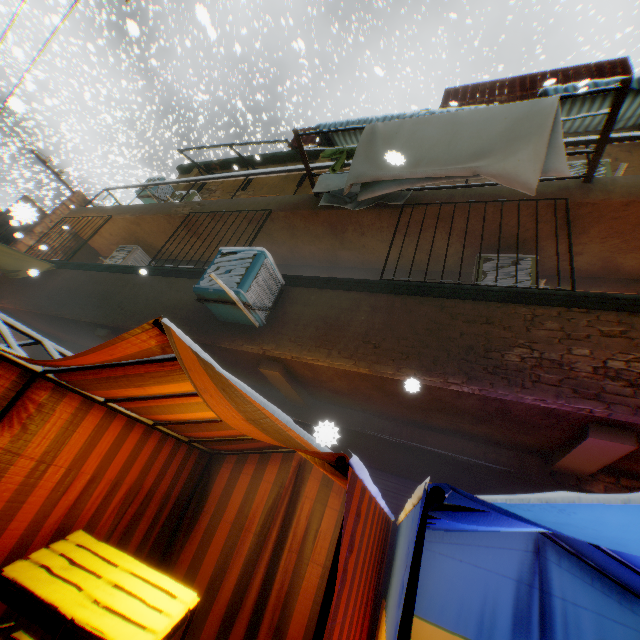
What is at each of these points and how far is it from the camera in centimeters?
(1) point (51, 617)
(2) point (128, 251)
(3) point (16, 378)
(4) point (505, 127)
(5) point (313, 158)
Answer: (1) table, 207cm
(2) air conditioner, 862cm
(3) tent, 237cm
(4) dryer, 367cm
(5) building, 1012cm

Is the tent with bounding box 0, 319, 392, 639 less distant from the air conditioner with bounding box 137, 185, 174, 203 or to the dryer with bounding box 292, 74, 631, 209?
the dryer with bounding box 292, 74, 631, 209

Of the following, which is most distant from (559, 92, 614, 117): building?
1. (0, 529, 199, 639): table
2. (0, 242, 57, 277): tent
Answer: (0, 529, 199, 639): table

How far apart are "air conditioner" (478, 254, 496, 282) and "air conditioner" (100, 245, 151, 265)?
7.63m

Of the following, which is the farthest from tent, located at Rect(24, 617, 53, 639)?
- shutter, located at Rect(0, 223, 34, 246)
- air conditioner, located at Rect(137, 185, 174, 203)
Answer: air conditioner, located at Rect(137, 185, 174, 203)

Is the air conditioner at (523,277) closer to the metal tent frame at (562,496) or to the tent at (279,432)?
the tent at (279,432)

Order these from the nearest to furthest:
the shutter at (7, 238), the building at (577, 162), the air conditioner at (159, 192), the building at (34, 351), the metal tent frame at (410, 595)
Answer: the metal tent frame at (410, 595)
the building at (577, 162)
the building at (34, 351)
the shutter at (7, 238)
the air conditioner at (159, 192)

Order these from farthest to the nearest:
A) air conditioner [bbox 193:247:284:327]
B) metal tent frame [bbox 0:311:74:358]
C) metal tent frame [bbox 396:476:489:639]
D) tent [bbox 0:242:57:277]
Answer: tent [bbox 0:242:57:277] < air conditioner [bbox 193:247:284:327] < metal tent frame [bbox 0:311:74:358] < metal tent frame [bbox 396:476:489:639]
